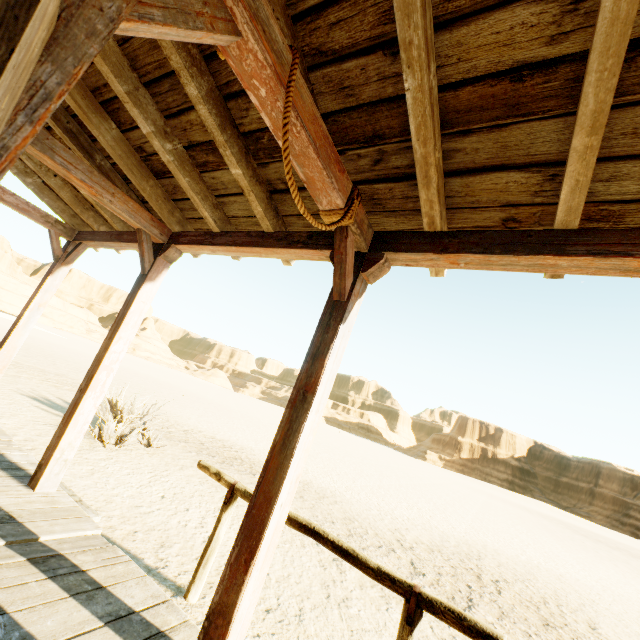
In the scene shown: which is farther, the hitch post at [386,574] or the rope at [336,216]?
the hitch post at [386,574]

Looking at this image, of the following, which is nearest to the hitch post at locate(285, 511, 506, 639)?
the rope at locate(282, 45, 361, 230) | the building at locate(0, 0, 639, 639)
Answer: the building at locate(0, 0, 639, 639)

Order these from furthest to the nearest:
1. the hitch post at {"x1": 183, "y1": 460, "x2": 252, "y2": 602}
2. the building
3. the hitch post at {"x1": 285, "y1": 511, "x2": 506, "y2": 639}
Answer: the hitch post at {"x1": 183, "y1": 460, "x2": 252, "y2": 602}
the hitch post at {"x1": 285, "y1": 511, "x2": 506, "y2": 639}
the building

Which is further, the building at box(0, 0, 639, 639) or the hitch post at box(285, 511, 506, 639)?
the hitch post at box(285, 511, 506, 639)

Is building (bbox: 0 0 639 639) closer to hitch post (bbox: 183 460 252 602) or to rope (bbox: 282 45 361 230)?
rope (bbox: 282 45 361 230)

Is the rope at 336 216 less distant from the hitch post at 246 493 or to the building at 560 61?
the building at 560 61

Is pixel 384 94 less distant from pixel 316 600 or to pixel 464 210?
pixel 464 210
